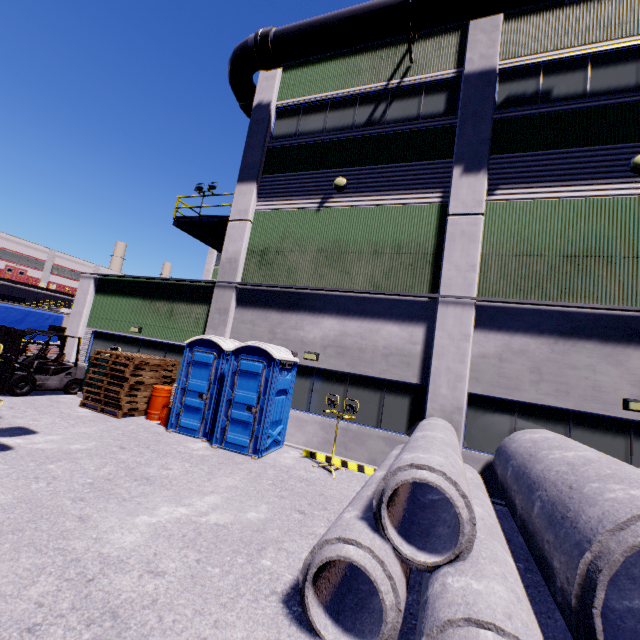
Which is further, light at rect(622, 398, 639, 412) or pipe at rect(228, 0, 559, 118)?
pipe at rect(228, 0, 559, 118)

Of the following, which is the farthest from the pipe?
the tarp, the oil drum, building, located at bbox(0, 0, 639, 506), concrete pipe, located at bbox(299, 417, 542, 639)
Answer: concrete pipe, located at bbox(299, 417, 542, 639)

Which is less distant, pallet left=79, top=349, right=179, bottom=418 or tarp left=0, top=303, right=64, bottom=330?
pallet left=79, top=349, right=179, bottom=418

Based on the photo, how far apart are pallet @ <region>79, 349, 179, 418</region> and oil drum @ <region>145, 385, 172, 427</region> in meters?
0.2

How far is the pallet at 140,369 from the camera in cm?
1022

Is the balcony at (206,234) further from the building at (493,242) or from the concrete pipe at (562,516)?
the concrete pipe at (562,516)

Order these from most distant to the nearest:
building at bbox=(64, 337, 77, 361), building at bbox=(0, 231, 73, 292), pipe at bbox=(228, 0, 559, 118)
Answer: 1. building at bbox=(0, 231, 73, 292)
2. building at bbox=(64, 337, 77, 361)
3. pipe at bbox=(228, 0, 559, 118)

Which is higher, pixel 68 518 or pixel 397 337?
pixel 397 337
